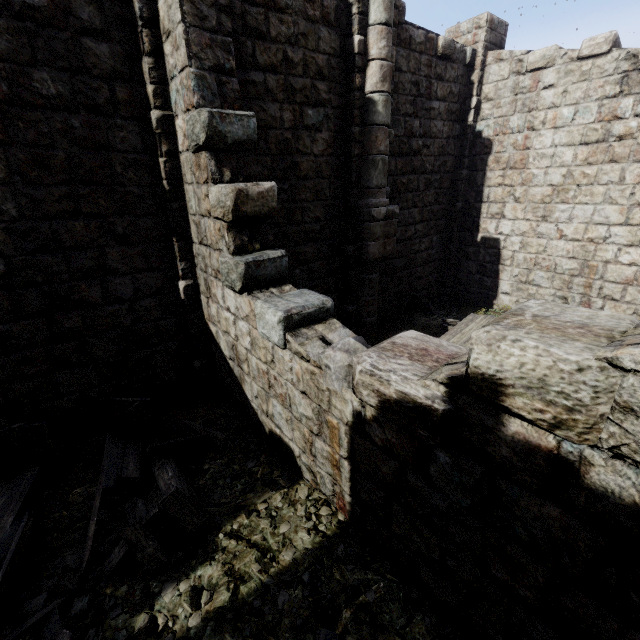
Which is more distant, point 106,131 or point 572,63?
point 572,63

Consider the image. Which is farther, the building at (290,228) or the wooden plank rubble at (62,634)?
the wooden plank rubble at (62,634)

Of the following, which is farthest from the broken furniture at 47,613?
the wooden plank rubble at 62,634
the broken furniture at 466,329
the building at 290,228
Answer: the broken furniture at 466,329

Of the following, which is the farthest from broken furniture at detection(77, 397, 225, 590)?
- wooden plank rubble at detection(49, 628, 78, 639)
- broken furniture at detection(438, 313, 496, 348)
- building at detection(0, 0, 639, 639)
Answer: broken furniture at detection(438, 313, 496, 348)

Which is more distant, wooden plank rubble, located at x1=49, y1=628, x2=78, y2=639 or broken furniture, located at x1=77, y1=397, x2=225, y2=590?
broken furniture, located at x1=77, y1=397, x2=225, y2=590

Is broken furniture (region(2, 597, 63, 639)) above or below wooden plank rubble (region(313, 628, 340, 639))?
below

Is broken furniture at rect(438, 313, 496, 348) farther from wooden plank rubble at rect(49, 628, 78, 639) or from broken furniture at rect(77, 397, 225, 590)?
wooden plank rubble at rect(49, 628, 78, 639)

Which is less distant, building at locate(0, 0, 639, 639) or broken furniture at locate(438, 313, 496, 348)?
building at locate(0, 0, 639, 639)
